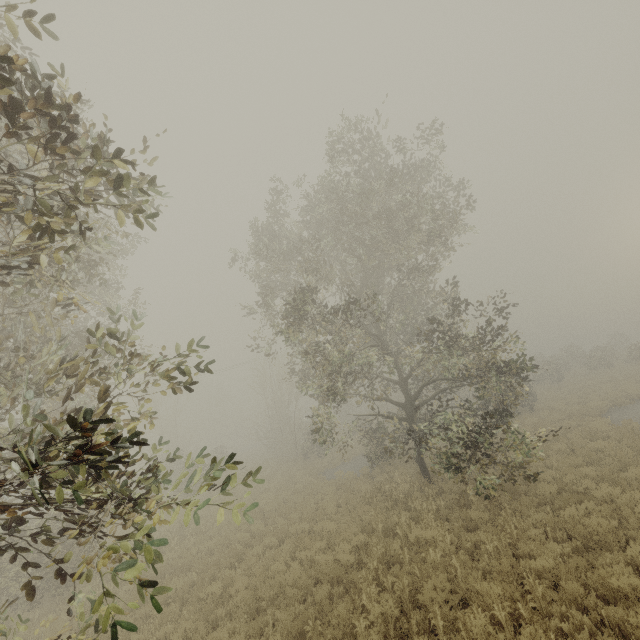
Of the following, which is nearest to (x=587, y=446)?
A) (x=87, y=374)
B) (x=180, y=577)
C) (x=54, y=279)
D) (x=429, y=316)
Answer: (x=429, y=316)
